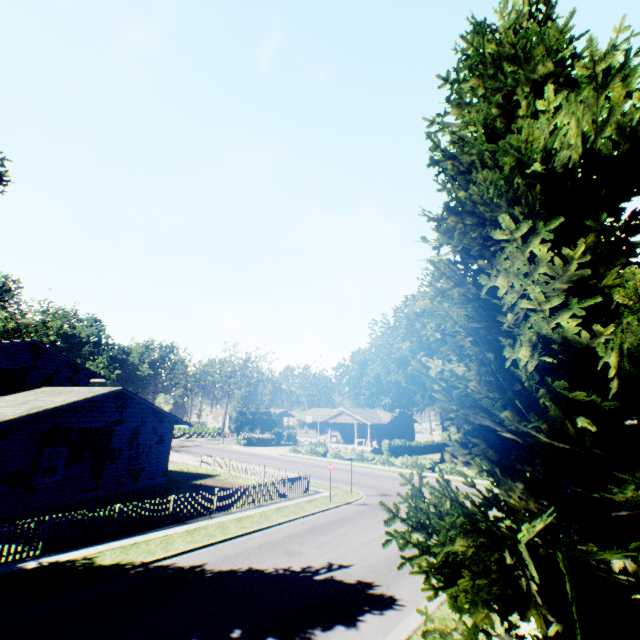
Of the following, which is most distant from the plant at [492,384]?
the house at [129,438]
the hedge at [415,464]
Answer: the hedge at [415,464]

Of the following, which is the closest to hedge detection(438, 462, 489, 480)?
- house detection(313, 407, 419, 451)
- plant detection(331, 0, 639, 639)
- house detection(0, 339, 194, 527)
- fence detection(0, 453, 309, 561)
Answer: plant detection(331, 0, 639, 639)

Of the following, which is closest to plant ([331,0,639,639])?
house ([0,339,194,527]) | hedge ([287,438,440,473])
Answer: house ([0,339,194,527])

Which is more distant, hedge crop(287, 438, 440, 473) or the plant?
hedge crop(287, 438, 440, 473)

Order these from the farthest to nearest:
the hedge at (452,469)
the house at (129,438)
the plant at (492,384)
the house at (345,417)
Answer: the house at (345,417) < the hedge at (452,469) < the house at (129,438) < the plant at (492,384)

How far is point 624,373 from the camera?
5.0m

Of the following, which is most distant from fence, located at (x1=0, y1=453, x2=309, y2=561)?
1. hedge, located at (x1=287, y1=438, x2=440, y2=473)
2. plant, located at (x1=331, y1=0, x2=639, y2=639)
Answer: hedge, located at (x1=287, y1=438, x2=440, y2=473)

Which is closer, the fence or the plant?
the plant
